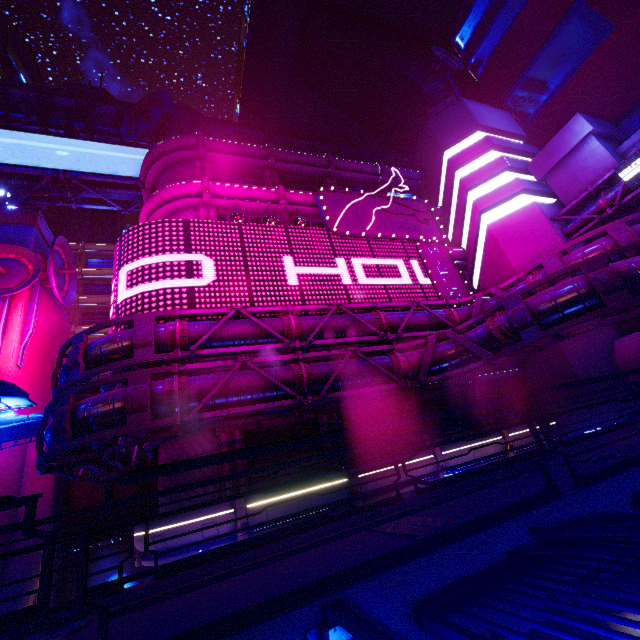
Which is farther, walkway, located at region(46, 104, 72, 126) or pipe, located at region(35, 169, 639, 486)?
walkway, located at region(46, 104, 72, 126)

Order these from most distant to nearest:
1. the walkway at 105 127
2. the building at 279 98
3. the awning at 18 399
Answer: the walkway at 105 127 → the building at 279 98 → the awning at 18 399

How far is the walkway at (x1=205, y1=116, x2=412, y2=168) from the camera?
32.6 meters

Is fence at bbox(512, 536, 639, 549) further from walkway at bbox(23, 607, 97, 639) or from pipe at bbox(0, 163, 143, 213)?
pipe at bbox(0, 163, 143, 213)

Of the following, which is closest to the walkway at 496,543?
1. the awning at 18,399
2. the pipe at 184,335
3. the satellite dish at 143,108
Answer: the pipe at 184,335

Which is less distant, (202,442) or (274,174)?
(202,442)

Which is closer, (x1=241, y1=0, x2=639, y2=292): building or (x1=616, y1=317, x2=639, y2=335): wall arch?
(x1=616, y1=317, x2=639, y2=335): wall arch

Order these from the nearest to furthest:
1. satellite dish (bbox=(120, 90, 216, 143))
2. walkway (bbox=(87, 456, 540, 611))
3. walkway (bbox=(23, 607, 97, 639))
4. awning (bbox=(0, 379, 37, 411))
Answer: walkway (bbox=(23, 607, 97, 639)) → walkway (bbox=(87, 456, 540, 611)) → awning (bbox=(0, 379, 37, 411)) → satellite dish (bbox=(120, 90, 216, 143))
